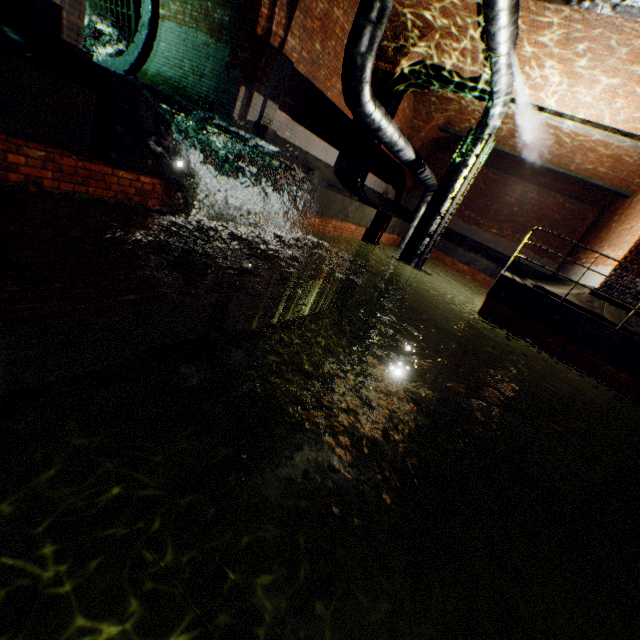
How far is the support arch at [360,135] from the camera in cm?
1194

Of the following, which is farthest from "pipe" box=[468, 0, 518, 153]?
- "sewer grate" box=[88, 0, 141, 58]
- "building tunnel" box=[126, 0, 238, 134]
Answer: "sewer grate" box=[88, 0, 141, 58]

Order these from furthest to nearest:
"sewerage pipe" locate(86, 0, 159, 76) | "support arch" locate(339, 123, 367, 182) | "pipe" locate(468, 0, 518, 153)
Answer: "support arch" locate(339, 123, 367, 182)
"sewerage pipe" locate(86, 0, 159, 76)
"pipe" locate(468, 0, 518, 153)

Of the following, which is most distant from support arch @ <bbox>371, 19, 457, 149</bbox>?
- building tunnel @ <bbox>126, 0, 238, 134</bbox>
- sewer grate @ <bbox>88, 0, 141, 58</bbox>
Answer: sewer grate @ <bbox>88, 0, 141, 58</bbox>

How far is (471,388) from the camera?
9.10m

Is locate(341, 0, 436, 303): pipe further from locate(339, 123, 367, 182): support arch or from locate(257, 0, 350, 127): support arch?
locate(339, 123, 367, 182): support arch

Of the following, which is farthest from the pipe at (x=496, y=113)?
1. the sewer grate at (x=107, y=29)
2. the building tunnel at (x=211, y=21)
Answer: the sewer grate at (x=107, y=29)

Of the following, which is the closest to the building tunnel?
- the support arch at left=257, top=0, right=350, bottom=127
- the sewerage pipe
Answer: the sewerage pipe
